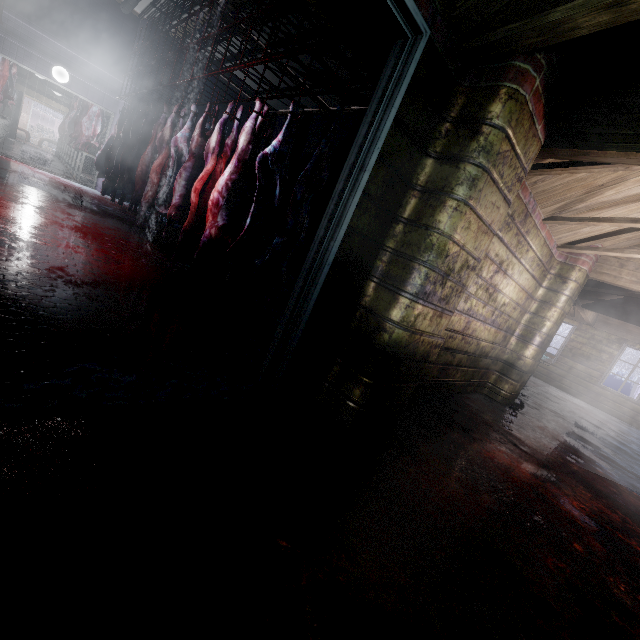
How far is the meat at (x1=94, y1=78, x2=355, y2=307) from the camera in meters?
2.8

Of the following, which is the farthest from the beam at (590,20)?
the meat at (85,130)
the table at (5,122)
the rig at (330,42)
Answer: the meat at (85,130)

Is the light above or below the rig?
below

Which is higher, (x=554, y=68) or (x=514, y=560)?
(x=554, y=68)

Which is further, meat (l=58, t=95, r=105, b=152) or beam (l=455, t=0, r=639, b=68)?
meat (l=58, t=95, r=105, b=152)

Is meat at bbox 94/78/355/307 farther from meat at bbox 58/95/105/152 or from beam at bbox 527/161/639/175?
meat at bbox 58/95/105/152

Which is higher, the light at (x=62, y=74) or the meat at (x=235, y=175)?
the light at (x=62, y=74)

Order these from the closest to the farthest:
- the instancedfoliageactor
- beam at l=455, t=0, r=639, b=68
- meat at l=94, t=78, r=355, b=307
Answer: beam at l=455, t=0, r=639, b=68, meat at l=94, t=78, r=355, b=307, the instancedfoliageactor
